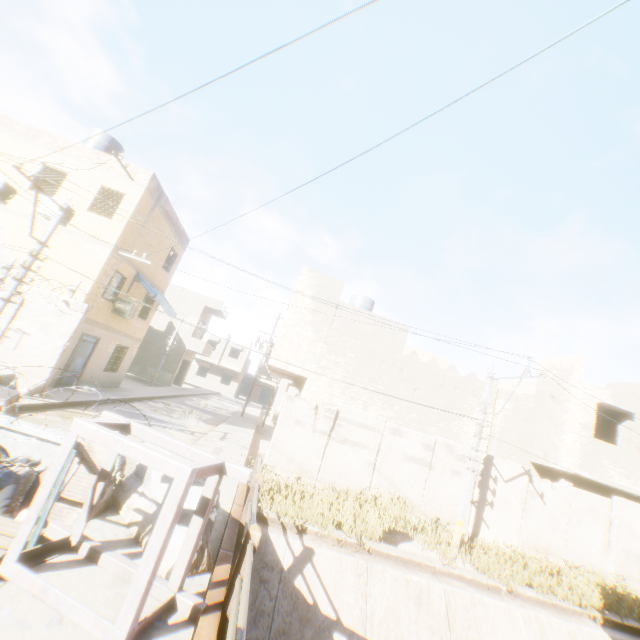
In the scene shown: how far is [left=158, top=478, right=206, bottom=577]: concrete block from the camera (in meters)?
4.10

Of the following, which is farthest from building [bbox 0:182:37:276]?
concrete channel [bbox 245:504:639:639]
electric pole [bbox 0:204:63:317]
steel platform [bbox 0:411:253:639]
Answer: electric pole [bbox 0:204:63:317]

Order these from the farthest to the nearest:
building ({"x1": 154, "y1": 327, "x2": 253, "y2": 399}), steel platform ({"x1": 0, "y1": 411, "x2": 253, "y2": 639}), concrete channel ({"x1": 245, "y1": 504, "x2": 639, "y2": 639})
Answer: building ({"x1": 154, "y1": 327, "x2": 253, "y2": 399}), concrete channel ({"x1": 245, "y1": 504, "x2": 639, "y2": 639}), steel platform ({"x1": 0, "y1": 411, "x2": 253, "y2": 639})

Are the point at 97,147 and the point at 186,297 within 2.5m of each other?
no

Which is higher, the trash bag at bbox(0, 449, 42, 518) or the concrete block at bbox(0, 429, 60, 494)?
the concrete block at bbox(0, 429, 60, 494)

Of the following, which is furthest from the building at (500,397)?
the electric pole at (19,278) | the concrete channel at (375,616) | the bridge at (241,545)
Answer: the electric pole at (19,278)

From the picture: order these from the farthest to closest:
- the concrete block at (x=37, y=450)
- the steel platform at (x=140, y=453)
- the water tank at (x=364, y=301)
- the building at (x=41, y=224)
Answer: the water tank at (x=364, y=301)
the building at (x=41, y=224)
the concrete block at (x=37, y=450)
the steel platform at (x=140, y=453)

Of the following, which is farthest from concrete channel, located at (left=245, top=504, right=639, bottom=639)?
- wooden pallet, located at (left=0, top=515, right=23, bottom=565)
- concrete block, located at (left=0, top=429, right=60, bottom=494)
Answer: wooden pallet, located at (left=0, top=515, right=23, bottom=565)
